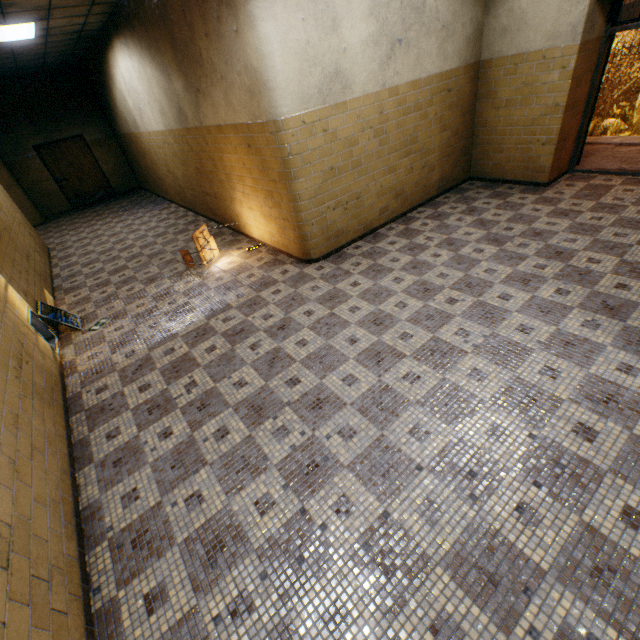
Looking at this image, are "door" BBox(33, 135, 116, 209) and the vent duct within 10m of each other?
no

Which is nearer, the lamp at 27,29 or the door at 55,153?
the lamp at 27,29

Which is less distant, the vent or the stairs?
the vent

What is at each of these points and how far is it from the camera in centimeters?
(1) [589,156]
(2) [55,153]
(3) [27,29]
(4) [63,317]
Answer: (1) stairs, 648cm
(2) door, 1141cm
(3) lamp, 604cm
(4) vent, 479cm

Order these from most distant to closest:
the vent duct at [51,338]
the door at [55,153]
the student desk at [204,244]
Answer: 1. the door at [55,153]
2. the student desk at [204,244]
3. the vent duct at [51,338]

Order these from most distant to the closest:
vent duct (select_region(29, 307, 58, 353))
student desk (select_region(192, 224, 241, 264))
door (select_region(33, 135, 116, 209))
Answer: A: door (select_region(33, 135, 116, 209)), student desk (select_region(192, 224, 241, 264)), vent duct (select_region(29, 307, 58, 353))

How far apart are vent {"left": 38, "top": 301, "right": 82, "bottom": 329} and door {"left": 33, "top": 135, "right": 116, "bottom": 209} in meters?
10.0

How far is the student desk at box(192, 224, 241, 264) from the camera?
5.5 meters
